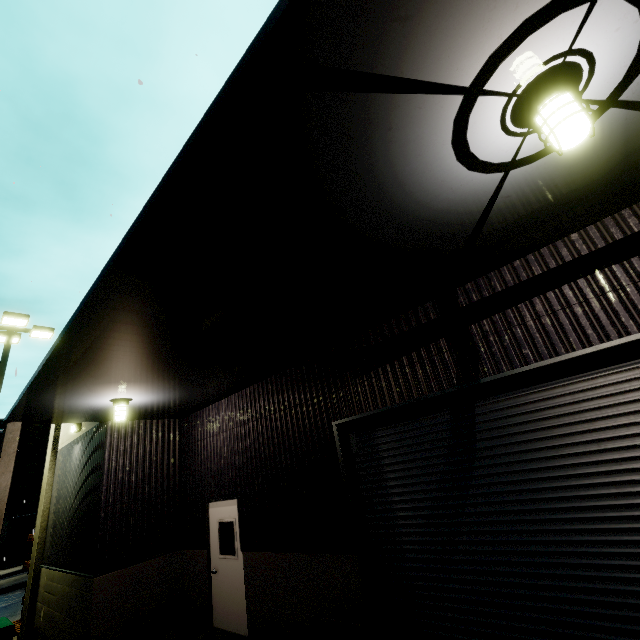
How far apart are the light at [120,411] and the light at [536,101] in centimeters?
786cm

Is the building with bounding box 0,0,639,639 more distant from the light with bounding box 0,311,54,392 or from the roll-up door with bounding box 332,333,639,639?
the light with bounding box 0,311,54,392

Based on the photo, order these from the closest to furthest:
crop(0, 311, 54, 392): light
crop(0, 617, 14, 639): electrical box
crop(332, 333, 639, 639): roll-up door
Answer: crop(332, 333, 639, 639): roll-up door < crop(0, 617, 14, 639): electrical box < crop(0, 311, 54, 392): light

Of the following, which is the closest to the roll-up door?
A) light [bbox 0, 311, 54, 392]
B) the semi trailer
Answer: the semi trailer

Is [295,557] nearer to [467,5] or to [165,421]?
[165,421]

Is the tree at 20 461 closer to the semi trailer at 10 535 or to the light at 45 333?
the semi trailer at 10 535

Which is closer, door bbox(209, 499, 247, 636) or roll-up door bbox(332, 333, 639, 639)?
roll-up door bbox(332, 333, 639, 639)

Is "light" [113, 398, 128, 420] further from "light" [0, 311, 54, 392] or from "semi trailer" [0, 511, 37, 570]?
"light" [0, 311, 54, 392]
